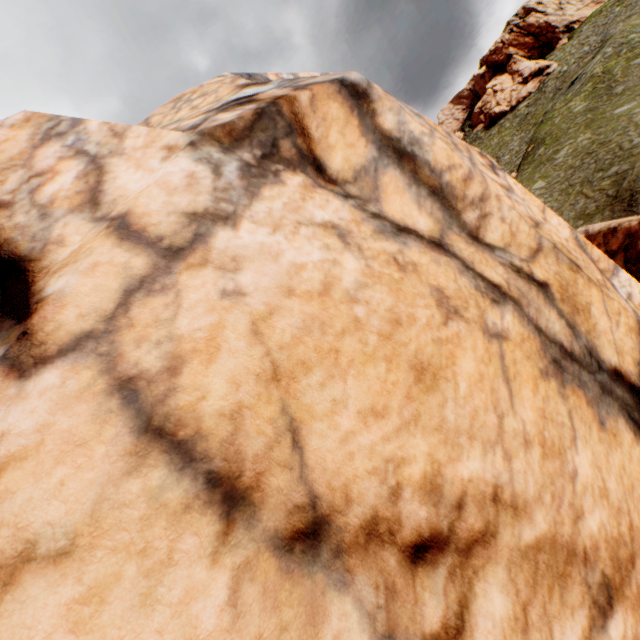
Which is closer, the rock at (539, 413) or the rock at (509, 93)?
the rock at (539, 413)

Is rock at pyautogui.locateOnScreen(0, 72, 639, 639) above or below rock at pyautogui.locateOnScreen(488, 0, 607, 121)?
below

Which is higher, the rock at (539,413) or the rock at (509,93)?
the rock at (509,93)

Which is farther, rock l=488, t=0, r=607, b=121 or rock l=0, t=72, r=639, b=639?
rock l=488, t=0, r=607, b=121

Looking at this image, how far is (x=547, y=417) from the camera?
4.0 meters
